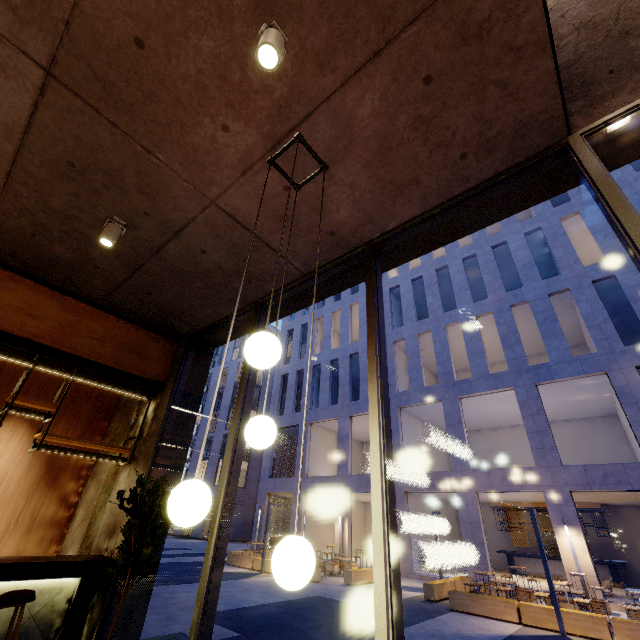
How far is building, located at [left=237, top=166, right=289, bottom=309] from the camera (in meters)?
3.26

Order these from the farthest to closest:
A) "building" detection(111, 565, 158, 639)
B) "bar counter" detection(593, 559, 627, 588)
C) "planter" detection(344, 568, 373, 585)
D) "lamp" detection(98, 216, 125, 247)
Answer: "bar counter" detection(593, 559, 627, 588) → "planter" detection(344, 568, 373, 585) → "building" detection(111, 565, 158, 639) → "lamp" detection(98, 216, 125, 247)

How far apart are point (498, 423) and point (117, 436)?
24.48m

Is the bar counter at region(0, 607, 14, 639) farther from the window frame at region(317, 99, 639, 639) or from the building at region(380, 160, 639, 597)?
the building at region(380, 160, 639, 597)

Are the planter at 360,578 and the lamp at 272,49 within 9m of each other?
no

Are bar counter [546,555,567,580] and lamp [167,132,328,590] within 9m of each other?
no

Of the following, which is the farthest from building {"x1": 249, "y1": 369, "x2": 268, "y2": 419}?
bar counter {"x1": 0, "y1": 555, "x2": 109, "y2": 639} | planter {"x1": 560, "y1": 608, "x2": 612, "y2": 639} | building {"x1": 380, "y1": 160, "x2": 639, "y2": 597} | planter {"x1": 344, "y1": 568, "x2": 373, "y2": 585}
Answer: bar counter {"x1": 0, "y1": 555, "x2": 109, "y2": 639}

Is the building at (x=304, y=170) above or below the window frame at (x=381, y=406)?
above
